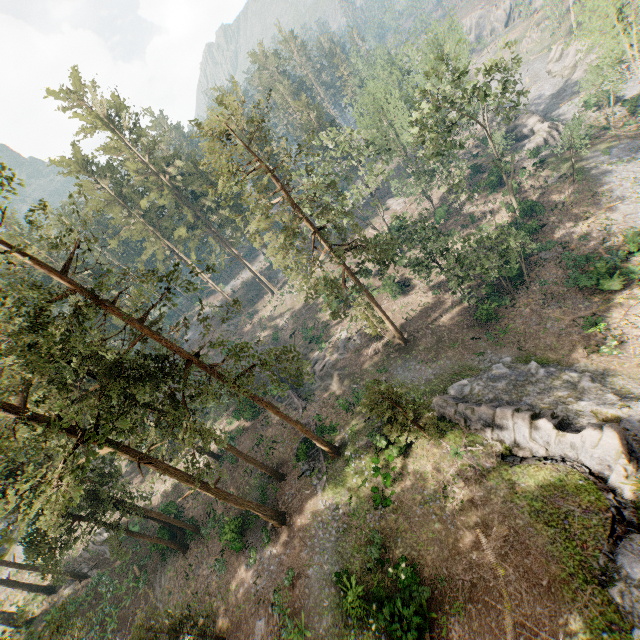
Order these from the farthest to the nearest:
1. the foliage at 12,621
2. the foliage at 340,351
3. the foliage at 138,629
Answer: the foliage at 340,351 → the foliage at 138,629 → the foliage at 12,621

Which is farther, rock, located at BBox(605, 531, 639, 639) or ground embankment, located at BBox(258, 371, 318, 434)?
ground embankment, located at BBox(258, 371, 318, 434)

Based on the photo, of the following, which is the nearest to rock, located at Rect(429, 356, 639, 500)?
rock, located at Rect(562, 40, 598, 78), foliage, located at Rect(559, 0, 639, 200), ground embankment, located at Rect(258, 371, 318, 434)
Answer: foliage, located at Rect(559, 0, 639, 200)

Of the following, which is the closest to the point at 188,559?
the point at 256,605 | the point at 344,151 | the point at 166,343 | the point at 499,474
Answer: the point at 256,605

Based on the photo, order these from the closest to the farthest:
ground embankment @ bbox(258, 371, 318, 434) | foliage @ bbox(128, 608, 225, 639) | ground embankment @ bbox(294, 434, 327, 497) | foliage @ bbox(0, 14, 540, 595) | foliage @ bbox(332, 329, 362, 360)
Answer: foliage @ bbox(0, 14, 540, 595)
foliage @ bbox(128, 608, 225, 639)
ground embankment @ bbox(294, 434, 327, 497)
ground embankment @ bbox(258, 371, 318, 434)
foliage @ bbox(332, 329, 362, 360)

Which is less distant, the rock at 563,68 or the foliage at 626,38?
the foliage at 626,38

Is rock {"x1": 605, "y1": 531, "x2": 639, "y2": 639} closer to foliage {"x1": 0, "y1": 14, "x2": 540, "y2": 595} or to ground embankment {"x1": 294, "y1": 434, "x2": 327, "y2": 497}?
foliage {"x1": 0, "y1": 14, "x2": 540, "y2": 595}

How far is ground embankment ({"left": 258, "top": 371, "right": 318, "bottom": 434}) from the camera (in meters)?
33.12
